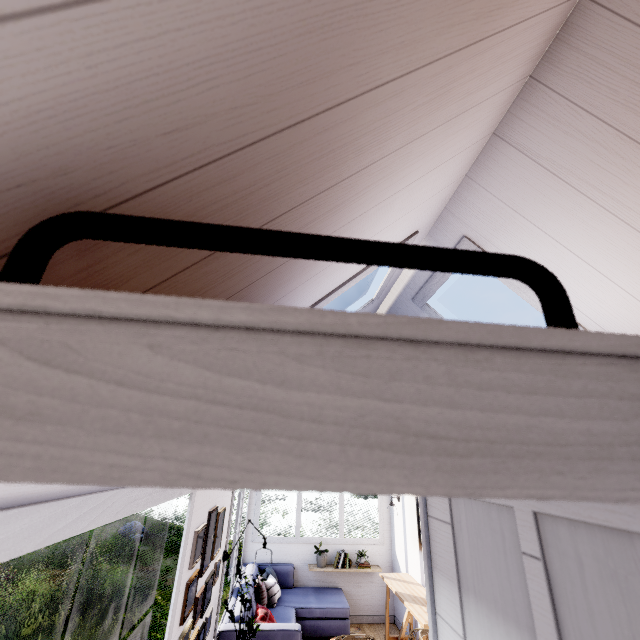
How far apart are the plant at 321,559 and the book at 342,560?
0.2m

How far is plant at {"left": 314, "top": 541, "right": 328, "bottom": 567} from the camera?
5.7m

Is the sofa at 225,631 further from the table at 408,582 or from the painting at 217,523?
the painting at 217,523

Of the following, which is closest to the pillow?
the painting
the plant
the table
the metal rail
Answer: the plant

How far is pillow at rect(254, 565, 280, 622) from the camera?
3.9m

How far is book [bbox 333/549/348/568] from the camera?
5.7m

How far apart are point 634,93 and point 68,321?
1.7m

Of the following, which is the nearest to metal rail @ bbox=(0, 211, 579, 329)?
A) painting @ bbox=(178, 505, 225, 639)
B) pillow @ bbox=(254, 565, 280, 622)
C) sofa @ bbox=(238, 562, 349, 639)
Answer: painting @ bbox=(178, 505, 225, 639)
